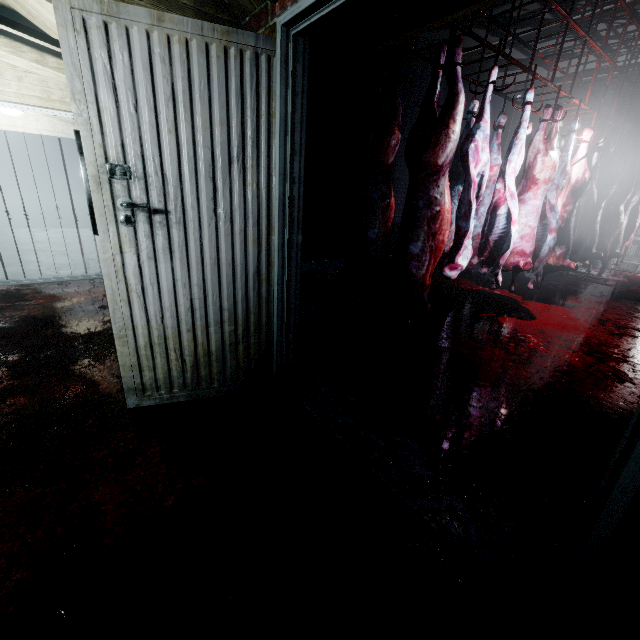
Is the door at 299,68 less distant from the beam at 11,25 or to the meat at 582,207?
the beam at 11,25

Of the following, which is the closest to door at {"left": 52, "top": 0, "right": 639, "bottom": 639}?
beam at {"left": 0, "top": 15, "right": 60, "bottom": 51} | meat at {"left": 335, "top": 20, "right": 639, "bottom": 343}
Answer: beam at {"left": 0, "top": 15, "right": 60, "bottom": 51}

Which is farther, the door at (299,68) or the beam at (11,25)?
the beam at (11,25)

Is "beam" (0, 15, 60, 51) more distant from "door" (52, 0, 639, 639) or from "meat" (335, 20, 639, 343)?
"meat" (335, 20, 639, 343)

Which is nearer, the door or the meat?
the door

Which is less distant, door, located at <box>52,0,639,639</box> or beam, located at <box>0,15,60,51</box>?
door, located at <box>52,0,639,639</box>

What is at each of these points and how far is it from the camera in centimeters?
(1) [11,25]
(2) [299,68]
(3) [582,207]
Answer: (1) beam, 234cm
(2) door, 151cm
(3) meat, 466cm
